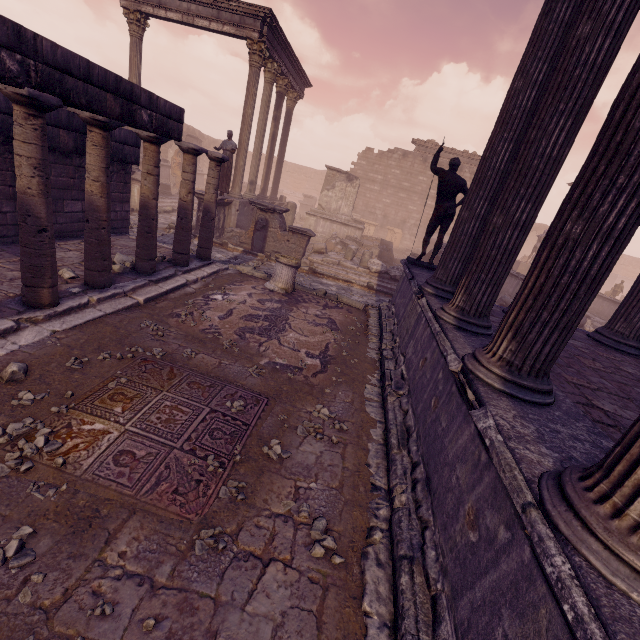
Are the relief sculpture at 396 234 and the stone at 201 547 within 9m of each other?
no

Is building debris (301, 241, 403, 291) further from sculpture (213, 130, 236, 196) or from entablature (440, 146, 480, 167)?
entablature (440, 146, 480, 167)

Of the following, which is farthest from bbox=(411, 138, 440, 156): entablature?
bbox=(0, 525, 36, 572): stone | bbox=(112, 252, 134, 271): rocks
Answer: bbox=(0, 525, 36, 572): stone

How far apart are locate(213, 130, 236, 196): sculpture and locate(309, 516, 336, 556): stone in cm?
1228

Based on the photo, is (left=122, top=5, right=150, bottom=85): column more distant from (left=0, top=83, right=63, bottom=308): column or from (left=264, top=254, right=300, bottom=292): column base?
(left=0, top=83, right=63, bottom=308): column

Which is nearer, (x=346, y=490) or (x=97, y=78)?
(x=346, y=490)

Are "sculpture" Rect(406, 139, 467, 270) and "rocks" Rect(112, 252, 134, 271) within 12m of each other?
yes

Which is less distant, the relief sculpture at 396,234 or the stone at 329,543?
the stone at 329,543
